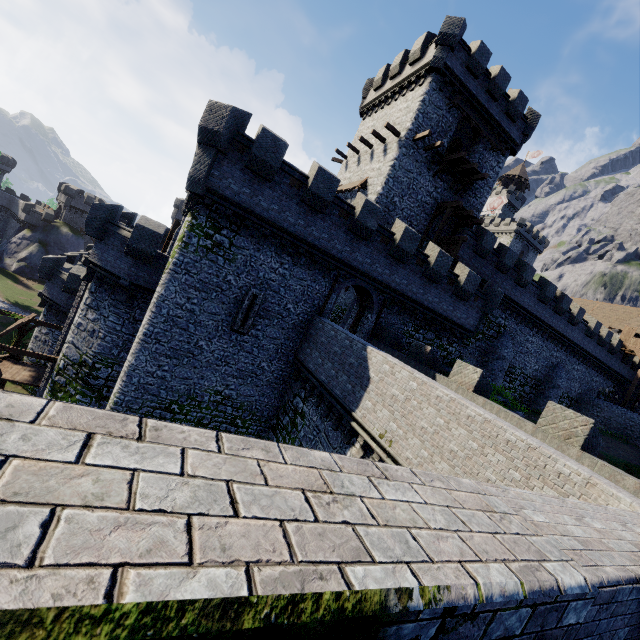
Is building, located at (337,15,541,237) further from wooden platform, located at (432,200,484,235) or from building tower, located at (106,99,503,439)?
building tower, located at (106,99,503,439)

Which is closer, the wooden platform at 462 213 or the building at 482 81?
the building at 482 81

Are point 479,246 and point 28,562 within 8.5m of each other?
no

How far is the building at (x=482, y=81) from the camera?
22.8m

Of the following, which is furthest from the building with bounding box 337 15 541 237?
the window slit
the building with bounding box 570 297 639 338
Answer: the building with bounding box 570 297 639 338

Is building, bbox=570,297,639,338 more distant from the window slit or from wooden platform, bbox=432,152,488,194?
the window slit

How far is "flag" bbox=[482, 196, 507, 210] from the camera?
44.53m

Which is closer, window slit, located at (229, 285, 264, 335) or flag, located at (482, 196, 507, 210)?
window slit, located at (229, 285, 264, 335)
